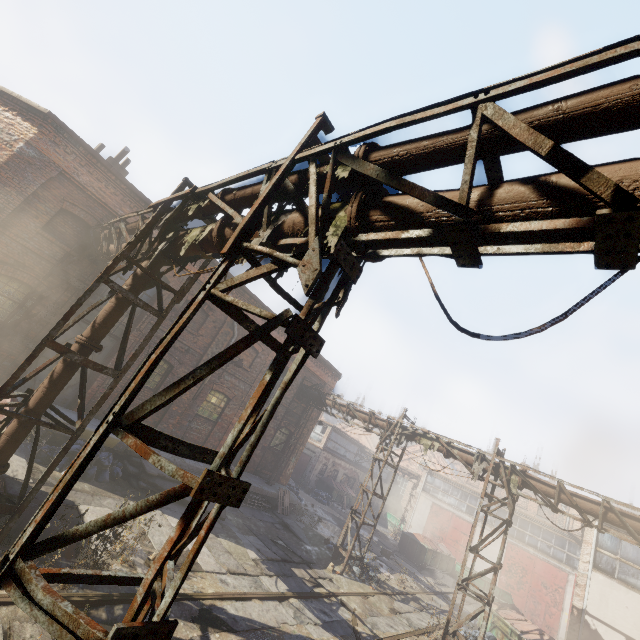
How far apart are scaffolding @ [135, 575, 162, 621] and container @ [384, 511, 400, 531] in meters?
34.9

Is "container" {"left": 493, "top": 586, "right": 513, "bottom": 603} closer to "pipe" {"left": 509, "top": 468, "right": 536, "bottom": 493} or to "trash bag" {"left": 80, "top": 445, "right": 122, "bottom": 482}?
"pipe" {"left": 509, "top": 468, "right": 536, "bottom": 493}

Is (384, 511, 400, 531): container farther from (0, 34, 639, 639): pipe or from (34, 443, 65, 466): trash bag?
(34, 443, 65, 466): trash bag

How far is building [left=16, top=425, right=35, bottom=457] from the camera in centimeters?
879cm

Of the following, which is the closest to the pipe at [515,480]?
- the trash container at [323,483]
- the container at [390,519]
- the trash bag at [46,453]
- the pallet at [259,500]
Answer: the trash bag at [46,453]

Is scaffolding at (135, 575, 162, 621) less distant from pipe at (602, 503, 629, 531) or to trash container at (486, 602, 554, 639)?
pipe at (602, 503, 629, 531)

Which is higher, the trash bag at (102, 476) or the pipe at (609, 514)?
the pipe at (609, 514)

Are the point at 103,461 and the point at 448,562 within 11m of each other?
no
